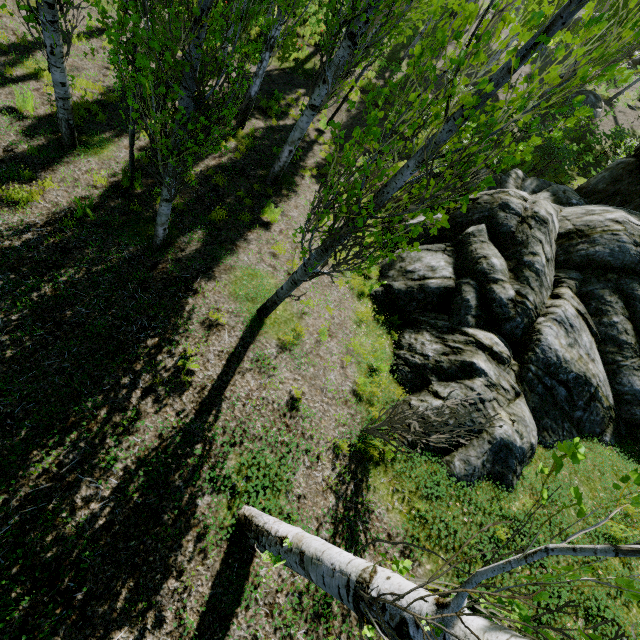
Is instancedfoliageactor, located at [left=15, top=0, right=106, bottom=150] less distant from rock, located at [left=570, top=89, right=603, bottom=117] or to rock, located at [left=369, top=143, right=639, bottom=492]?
rock, located at [left=369, top=143, right=639, bottom=492]

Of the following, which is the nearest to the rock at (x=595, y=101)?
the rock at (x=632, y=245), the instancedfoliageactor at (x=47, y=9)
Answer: the instancedfoliageactor at (x=47, y=9)

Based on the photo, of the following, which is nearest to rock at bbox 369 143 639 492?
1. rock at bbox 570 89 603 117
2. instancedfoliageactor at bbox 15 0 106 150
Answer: instancedfoliageactor at bbox 15 0 106 150

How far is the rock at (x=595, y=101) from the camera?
20.0m

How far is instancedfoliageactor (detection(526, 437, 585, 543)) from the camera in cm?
109

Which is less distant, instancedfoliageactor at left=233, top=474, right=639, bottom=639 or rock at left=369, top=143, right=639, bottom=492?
instancedfoliageactor at left=233, top=474, right=639, bottom=639

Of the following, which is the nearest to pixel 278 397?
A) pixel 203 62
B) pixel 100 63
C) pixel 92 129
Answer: pixel 203 62

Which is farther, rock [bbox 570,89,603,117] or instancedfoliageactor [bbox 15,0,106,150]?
rock [bbox 570,89,603,117]
